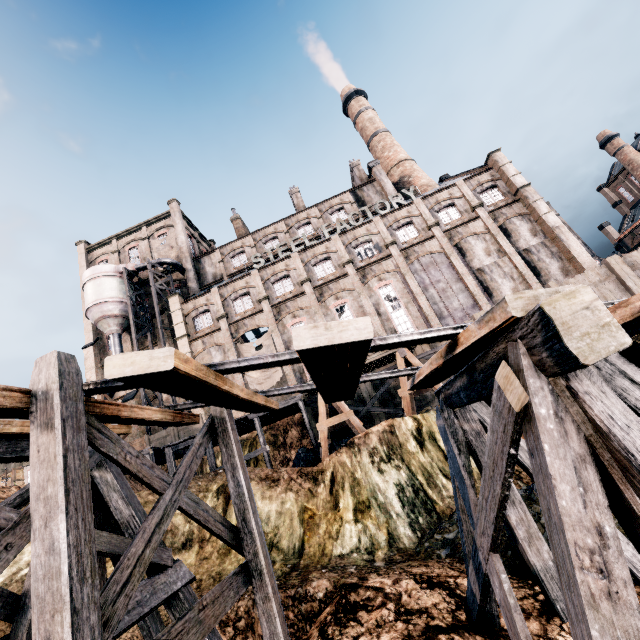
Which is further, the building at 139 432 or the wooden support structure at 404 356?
the building at 139 432

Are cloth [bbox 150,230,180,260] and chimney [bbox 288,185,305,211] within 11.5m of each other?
no

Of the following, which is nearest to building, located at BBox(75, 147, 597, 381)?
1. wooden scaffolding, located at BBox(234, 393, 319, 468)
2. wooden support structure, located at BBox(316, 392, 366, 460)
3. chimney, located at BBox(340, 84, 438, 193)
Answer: chimney, located at BBox(340, 84, 438, 193)

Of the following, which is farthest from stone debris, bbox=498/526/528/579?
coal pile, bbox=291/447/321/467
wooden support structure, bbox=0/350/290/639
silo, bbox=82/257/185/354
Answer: silo, bbox=82/257/185/354

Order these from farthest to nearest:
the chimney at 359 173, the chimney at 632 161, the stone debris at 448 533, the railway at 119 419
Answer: the chimney at 632 161 → the chimney at 359 173 → the stone debris at 448 533 → the railway at 119 419

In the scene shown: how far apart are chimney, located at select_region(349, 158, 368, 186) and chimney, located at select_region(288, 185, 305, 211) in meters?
7.6 m

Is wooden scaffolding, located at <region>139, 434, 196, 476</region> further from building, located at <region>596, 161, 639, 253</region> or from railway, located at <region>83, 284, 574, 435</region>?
railway, located at <region>83, 284, 574, 435</region>

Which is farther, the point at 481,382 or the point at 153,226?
the point at 153,226
